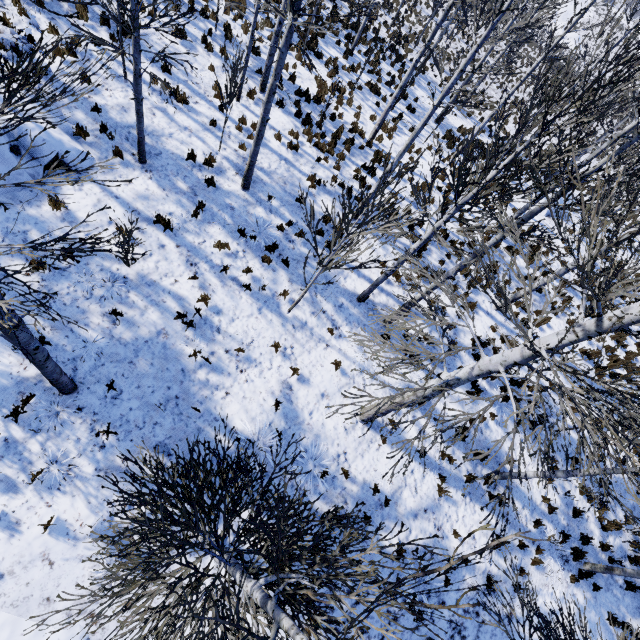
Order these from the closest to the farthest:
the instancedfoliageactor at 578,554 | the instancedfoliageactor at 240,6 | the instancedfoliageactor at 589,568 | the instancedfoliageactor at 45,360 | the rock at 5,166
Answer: the instancedfoliageactor at 45,360, the rock at 5,166, the instancedfoliageactor at 240,6, the instancedfoliageactor at 589,568, the instancedfoliageactor at 578,554

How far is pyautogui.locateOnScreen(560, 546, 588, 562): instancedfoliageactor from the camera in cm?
1011

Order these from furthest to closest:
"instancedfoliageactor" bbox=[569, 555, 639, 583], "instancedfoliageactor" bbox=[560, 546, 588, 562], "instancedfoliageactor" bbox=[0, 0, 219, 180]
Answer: "instancedfoliageactor" bbox=[560, 546, 588, 562], "instancedfoliageactor" bbox=[569, 555, 639, 583], "instancedfoliageactor" bbox=[0, 0, 219, 180]

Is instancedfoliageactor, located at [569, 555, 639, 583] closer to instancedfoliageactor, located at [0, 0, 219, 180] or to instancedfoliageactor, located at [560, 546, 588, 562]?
instancedfoliageactor, located at [560, 546, 588, 562]

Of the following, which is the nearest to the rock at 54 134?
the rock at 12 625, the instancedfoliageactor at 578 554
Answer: the rock at 12 625

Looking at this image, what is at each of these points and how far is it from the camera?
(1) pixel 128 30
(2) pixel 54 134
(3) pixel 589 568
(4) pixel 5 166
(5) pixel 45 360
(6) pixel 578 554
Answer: (1) instancedfoliageactor, 6.0m
(2) rock, 7.5m
(3) instancedfoliageactor, 10.3m
(4) rock, 6.8m
(5) instancedfoliageactor, 4.6m
(6) instancedfoliageactor, 10.2m

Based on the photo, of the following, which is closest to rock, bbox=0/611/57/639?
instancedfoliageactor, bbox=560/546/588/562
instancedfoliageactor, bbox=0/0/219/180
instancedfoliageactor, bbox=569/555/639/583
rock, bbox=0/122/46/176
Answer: instancedfoliageactor, bbox=560/546/588/562

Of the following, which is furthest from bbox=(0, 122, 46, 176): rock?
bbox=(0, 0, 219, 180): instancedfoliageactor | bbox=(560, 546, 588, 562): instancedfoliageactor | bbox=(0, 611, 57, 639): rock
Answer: bbox=(560, 546, 588, 562): instancedfoliageactor
